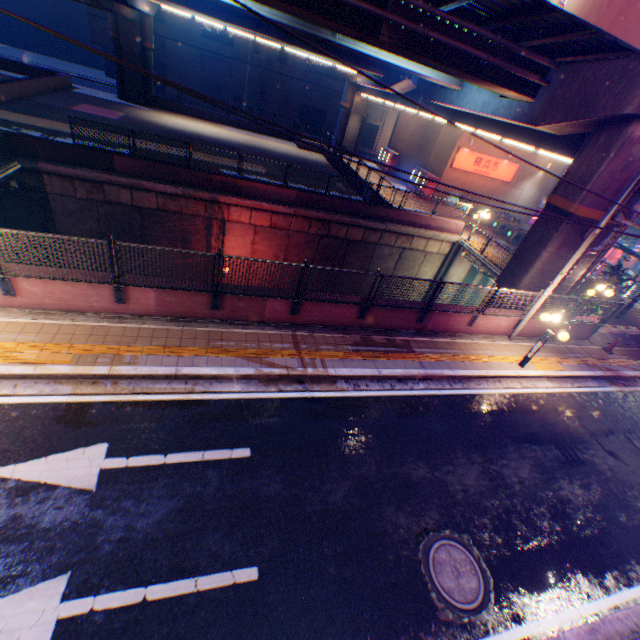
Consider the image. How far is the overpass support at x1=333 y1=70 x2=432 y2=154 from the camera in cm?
Result: 2642

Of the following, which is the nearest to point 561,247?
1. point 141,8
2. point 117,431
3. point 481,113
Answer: point 481,113

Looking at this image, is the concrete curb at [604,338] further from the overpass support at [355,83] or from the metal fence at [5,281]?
the overpass support at [355,83]

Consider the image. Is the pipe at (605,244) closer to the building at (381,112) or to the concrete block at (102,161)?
the concrete block at (102,161)

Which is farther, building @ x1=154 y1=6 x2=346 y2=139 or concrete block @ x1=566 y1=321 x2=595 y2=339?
building @ x1=154 y1=6 x2=346 y2=139

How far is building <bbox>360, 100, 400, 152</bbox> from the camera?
45.97m

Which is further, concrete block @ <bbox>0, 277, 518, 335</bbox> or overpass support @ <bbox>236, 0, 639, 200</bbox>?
overpass support @ <bbox>236, 0, 639, 200</bbox>

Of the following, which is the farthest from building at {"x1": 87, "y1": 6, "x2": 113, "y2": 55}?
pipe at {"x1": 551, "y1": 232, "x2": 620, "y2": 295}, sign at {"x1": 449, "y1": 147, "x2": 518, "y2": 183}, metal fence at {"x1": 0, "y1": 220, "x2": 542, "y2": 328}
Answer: pipe at {"x1": 551, "y1": 232, "x2": 620, "y2": 295}
